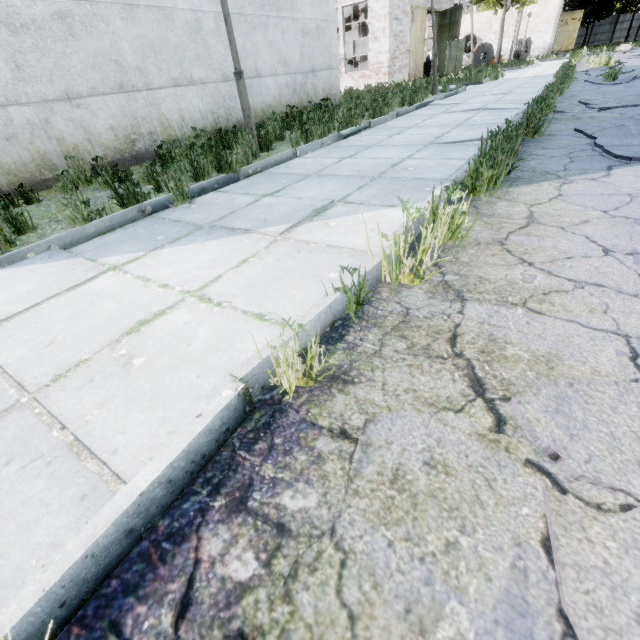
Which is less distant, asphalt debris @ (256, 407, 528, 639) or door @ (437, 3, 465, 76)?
asphalt debris @ (256, 407, 528, 639)

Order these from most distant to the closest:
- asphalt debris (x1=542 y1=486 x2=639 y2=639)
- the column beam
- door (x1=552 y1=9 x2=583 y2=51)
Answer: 1. door (x1=552 y1=9 x2=583 y2=51)
2. the column beam
3. asphalt debris (x1=542 y1=486 x2=639 y2=639)

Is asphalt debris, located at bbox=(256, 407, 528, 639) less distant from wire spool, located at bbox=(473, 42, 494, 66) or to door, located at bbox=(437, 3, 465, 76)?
door, located at bbox=(437, 3, 465, 76)

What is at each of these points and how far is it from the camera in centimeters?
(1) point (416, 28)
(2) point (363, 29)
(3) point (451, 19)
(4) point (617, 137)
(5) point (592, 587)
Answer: (1) door, 2105cm
(2) column beam, 2628cm
(3) door, 2245cm
(4) asphalt debris, 428cm
(5) asphalt debris, 78cm

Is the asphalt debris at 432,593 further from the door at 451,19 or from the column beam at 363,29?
the door at 451,19

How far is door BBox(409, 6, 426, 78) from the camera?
20.62m

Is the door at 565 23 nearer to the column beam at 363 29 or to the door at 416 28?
the column beam at 363 29

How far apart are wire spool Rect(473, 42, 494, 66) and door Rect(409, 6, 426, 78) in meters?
15.3
